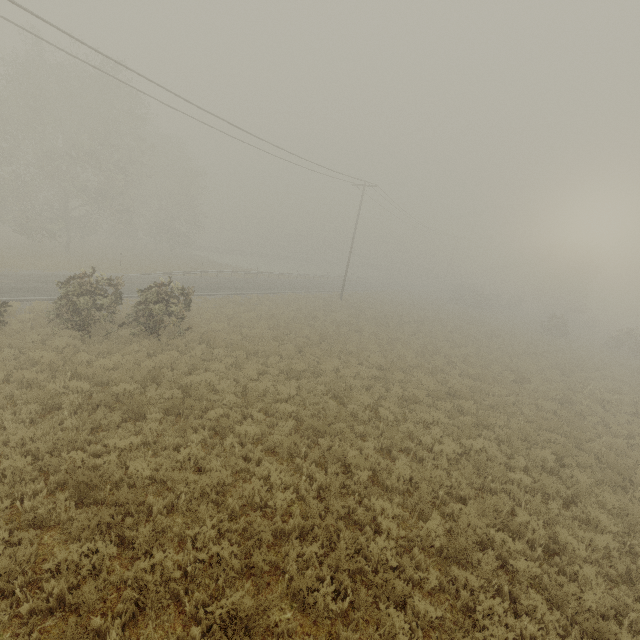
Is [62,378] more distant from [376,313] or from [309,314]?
[376,313]
